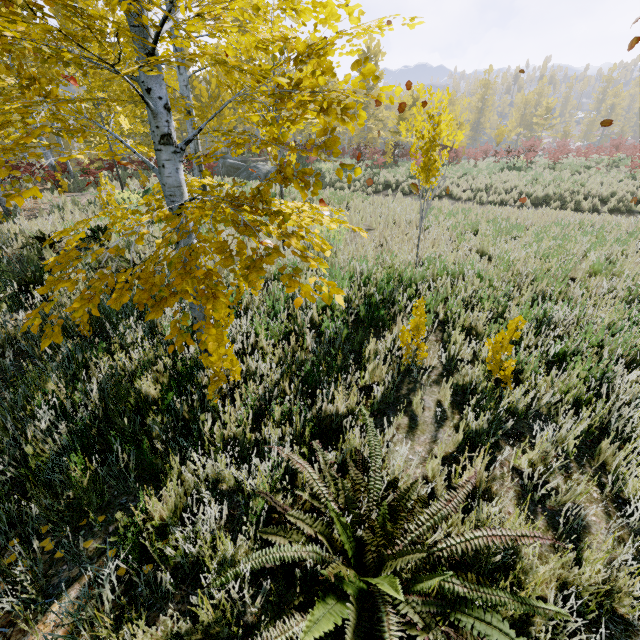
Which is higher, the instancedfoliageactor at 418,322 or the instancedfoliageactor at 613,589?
the instancedfoliageactor at 418,322

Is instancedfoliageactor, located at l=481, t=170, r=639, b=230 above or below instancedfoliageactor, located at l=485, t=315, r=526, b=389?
below

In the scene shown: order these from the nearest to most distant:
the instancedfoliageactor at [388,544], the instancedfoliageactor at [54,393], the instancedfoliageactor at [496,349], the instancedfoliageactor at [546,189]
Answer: the instancedfoliageactor at [388,544]
the instancedfoliageactor at [54,393]
the instancedfoliageactor at [496,349]
the instancedfoliageactor at [546,189]

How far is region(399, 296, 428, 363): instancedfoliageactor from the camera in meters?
3.3

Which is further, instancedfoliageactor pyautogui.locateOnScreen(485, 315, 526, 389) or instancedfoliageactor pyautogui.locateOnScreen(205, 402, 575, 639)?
instancedfoliageactor pyautogui.locateOnScreen(485, 315, 526, 389)

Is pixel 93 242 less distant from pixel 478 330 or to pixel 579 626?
pixel 579 626

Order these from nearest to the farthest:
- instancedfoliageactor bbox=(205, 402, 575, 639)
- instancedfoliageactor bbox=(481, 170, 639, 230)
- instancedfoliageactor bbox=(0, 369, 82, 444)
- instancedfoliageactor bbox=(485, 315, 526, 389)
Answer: instancedfoliageactor bbox=(205, 402, 575, 639), instancedfoliageactor bbox=(0, 369, 82, 444), instancedfoliageactor bbox=(485, 315, 526, 389), instancedfoliageactor bbox=(481, 170, 639, 230)
